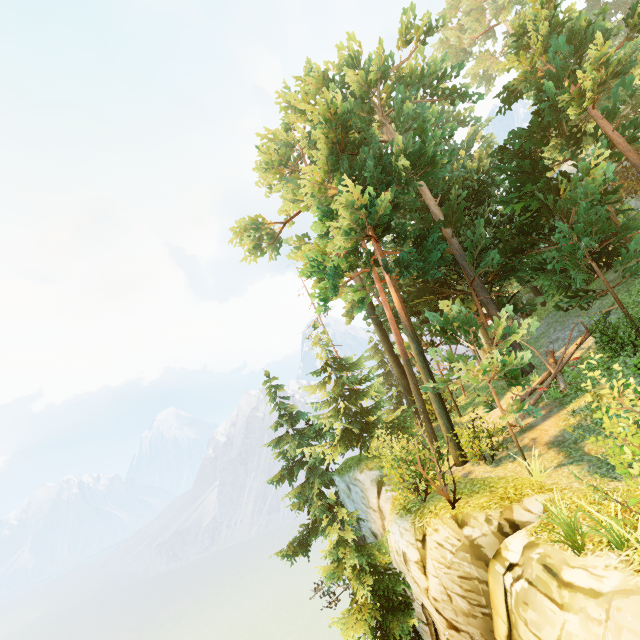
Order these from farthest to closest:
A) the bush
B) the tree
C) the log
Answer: the log → the tree → the bush

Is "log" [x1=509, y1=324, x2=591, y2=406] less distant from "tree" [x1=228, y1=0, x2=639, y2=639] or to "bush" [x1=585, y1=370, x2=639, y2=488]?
"tree" [x1=228, y1=0, x2=639, y2=639]

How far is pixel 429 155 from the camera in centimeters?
1260cm

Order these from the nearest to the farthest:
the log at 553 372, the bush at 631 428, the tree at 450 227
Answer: the bush at 631 428
the tree at 450 227
the log at 553 372

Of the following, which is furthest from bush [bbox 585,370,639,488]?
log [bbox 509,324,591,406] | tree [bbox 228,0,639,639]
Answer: log [bbox 509,324,591,406]

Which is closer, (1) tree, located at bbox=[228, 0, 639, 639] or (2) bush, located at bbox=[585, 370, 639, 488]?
(2) bush, located at bbox=[585, 370, 639, 488]

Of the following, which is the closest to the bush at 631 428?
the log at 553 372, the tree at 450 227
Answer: the tree at 450 227
